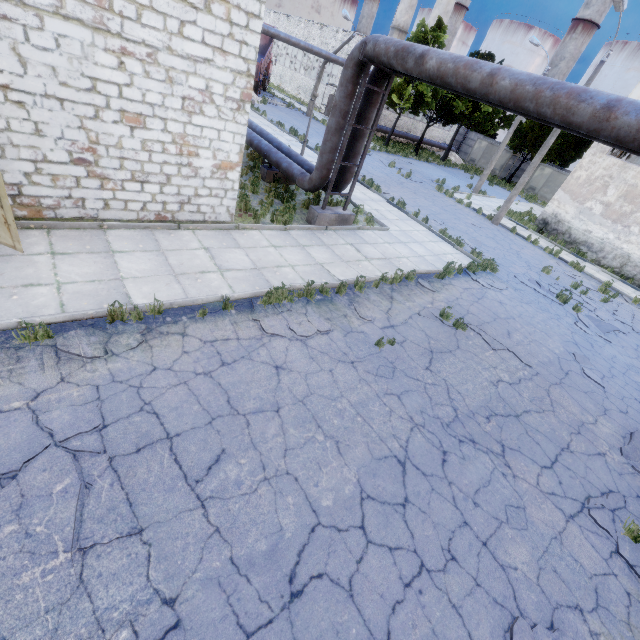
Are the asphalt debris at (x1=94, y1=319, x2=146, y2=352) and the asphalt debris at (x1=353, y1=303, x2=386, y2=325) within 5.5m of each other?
yes

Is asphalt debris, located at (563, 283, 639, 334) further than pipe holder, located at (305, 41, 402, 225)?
Yes

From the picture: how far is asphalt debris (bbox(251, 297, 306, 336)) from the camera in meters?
6.5 m

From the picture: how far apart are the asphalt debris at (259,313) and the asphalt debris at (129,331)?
2.0 meters

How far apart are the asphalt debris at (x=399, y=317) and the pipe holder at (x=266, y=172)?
8.1 meters

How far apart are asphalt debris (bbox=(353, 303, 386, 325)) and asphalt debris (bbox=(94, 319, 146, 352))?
4.60m

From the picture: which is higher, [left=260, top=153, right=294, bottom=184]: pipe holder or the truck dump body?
the truck dump body

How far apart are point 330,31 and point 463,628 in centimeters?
4817cm
